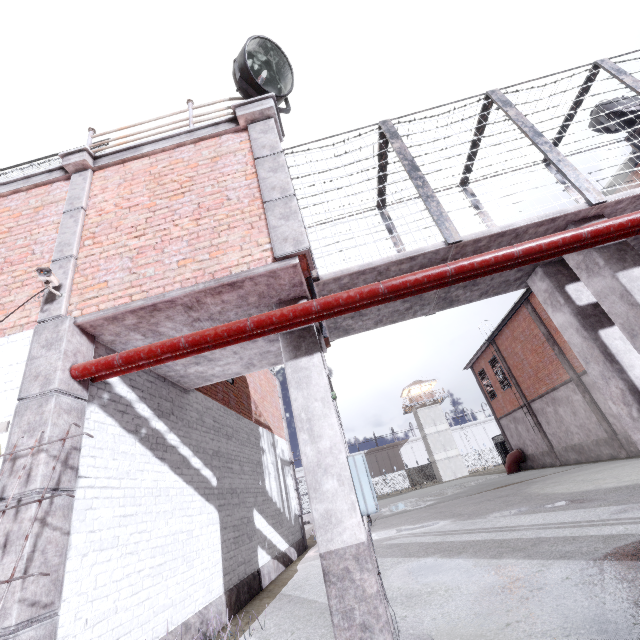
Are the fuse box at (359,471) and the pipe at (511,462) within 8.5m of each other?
no

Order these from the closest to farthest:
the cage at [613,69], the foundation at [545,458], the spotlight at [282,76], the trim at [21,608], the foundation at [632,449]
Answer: the trim at [21,608]
the cage at [613,69]
the spotlight at [282,76]
the foundation at [632,449]
the foundation at [545,458]

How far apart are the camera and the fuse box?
4.1 meters

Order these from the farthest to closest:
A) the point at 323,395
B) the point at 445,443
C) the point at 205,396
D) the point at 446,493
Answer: the point at 445,443 → the point at 446,493 → the point at 205,396 → the point at 323,395

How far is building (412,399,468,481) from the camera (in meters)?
49.16

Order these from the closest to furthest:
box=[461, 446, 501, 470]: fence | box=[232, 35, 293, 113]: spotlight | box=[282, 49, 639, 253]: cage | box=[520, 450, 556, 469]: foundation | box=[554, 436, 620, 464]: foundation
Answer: box=[282, 49, 639, 253]: cage
box=[232, 35, 293, 113]: spotlight
box=[554, 436, 620, 464]: foundation
box=[520, 450, 556, 469]: foundation
box=[461, 446, 501, 470]: fence

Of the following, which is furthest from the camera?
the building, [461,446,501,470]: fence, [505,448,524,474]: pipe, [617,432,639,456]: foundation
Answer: the building

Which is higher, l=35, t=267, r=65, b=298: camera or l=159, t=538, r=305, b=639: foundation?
l=35, t=267, r=65, b=298: camera
